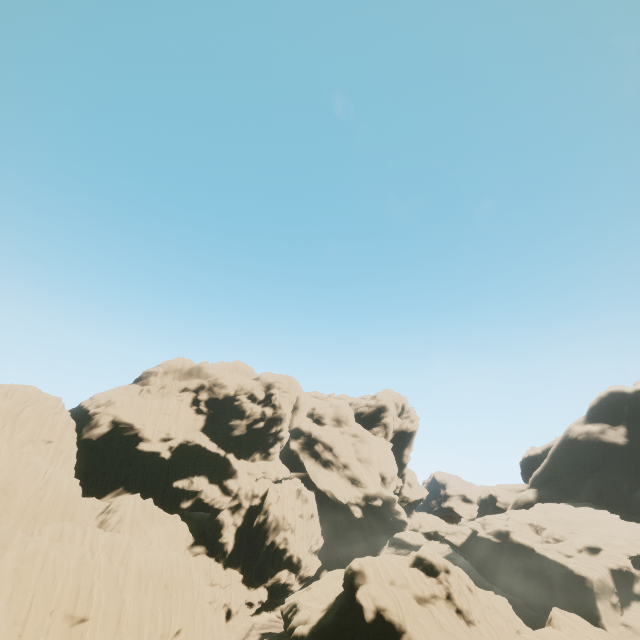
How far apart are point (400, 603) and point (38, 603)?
27.57m
